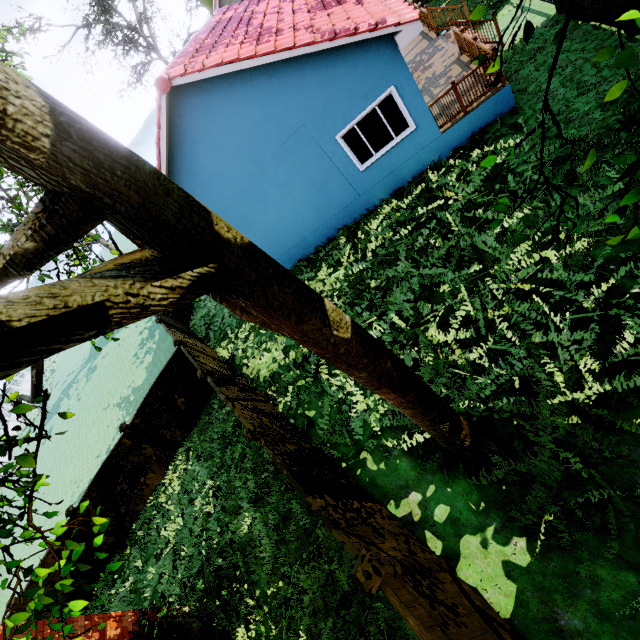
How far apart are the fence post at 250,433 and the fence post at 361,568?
3.0m

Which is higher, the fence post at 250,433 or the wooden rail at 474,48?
the fence post at 250,433

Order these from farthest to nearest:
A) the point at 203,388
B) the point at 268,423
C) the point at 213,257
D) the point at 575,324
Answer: the point at 203,388, the point at 268,423, the point at 575,324, the point at 213,257

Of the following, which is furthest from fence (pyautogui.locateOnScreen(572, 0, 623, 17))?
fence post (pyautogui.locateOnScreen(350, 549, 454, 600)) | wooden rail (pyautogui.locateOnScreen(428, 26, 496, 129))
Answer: wooden rail (pyautogui.locateOnScreen(428, 26, 496, 129))

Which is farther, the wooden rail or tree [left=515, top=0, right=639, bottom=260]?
the wooden rail

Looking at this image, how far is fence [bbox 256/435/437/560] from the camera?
4.61m

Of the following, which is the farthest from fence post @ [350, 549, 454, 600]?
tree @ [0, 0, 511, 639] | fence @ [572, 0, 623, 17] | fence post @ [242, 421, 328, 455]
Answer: fence post @ [242, 421, 328, 455]

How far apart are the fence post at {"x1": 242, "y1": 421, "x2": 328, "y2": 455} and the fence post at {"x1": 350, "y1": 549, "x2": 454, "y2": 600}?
3.03m
